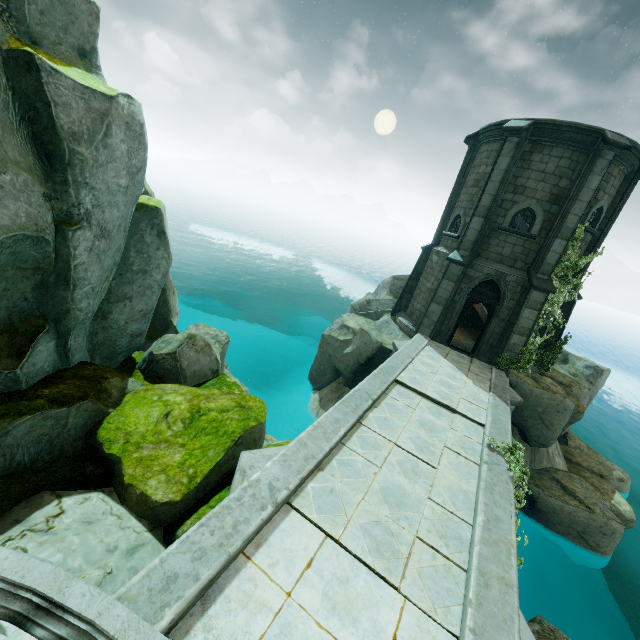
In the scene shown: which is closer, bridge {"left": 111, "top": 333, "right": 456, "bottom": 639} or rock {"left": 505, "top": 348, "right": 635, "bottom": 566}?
bridge {"left": 111, "top": 333, "right": 456, "bottom": 639}

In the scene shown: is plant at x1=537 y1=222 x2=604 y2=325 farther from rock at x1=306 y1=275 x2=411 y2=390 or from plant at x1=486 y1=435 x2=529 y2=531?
plant at x1=486 y1=435 x2=529 y2=531

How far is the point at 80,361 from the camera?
6.7m

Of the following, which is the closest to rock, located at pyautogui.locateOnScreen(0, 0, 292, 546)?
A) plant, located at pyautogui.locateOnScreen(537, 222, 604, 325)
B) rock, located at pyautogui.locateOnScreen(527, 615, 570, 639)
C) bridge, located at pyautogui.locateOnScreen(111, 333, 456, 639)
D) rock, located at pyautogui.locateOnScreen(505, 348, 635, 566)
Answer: bridge, located at pyautogui.locateOnScreen(111, 333, 456, 639)

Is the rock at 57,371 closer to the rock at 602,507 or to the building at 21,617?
the building at 21,617

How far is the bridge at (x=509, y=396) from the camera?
8.8 meters

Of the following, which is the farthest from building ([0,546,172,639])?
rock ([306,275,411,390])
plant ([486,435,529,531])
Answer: rock ([306,275,411,390])

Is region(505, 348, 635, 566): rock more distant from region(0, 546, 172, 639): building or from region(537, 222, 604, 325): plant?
region(0, 546, 172, 639): building
